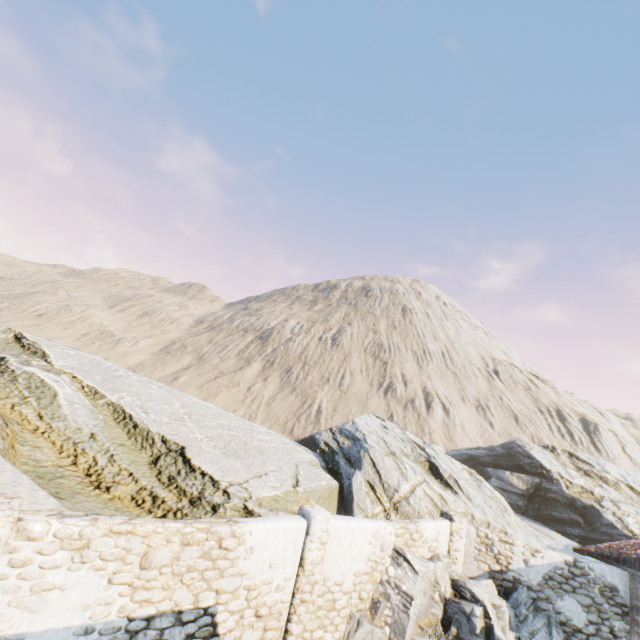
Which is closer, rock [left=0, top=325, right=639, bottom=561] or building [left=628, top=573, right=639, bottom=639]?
rock [left=0, top=325, right=639, bottom=561]

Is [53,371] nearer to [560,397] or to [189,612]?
[189,612]

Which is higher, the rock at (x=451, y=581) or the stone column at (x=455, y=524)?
the stone column at (x=455, y=524)

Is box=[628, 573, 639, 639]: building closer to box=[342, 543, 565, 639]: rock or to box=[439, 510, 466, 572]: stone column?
box=[342, 543, 565, 639]: rock

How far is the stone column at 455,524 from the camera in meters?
11.1 m

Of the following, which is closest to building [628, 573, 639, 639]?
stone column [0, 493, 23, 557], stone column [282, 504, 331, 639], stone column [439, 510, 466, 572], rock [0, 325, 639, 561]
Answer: rock [0, 325, 639, 561]

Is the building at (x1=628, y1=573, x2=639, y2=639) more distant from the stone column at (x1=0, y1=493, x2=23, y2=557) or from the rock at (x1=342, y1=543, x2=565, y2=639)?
the stone column at (x1=0, y1=493, x2=23, y2=557)

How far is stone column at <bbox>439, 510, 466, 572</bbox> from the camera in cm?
1115
